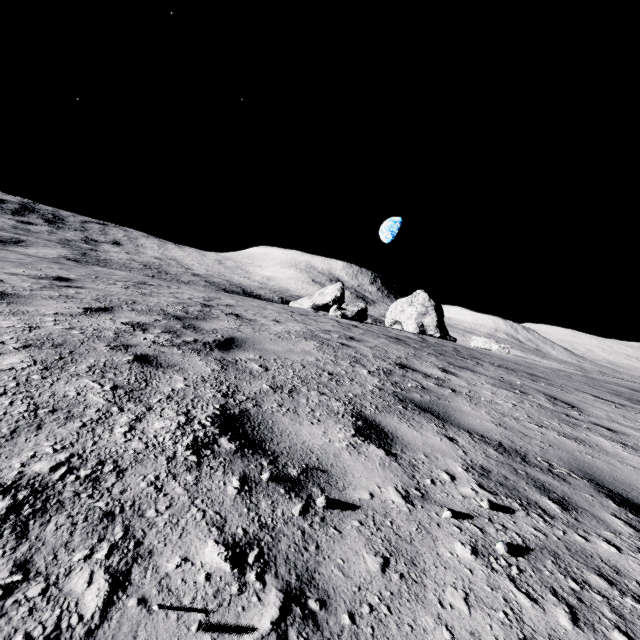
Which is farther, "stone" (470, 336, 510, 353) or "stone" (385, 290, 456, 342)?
"stone" (385, 290, 456, 342)

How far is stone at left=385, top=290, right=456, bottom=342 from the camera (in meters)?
36.00

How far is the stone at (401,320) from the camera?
36.0m

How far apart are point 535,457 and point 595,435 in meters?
1.9 m

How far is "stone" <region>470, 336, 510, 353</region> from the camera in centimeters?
2790cm

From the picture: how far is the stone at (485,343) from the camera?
27.90m
